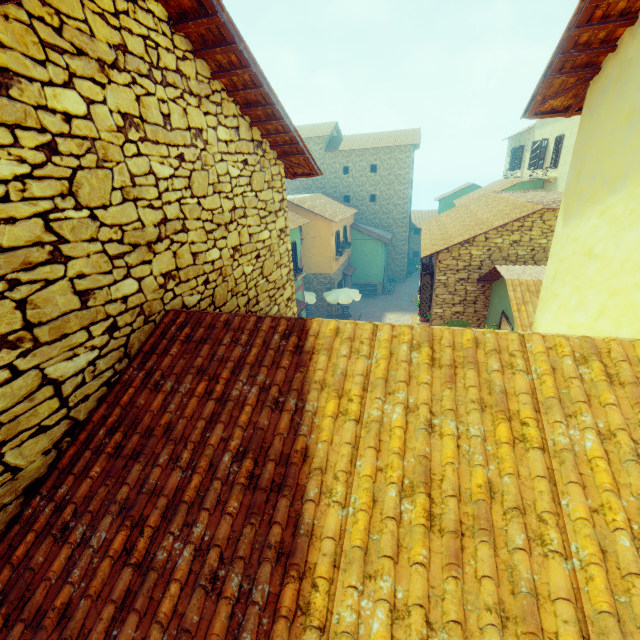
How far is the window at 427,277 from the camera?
12.1 meters

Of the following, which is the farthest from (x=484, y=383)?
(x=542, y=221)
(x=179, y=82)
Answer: (x=542, y=221)

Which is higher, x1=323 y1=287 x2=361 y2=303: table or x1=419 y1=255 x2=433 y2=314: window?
x1=419 y1=255 x2=433 y2=314: window

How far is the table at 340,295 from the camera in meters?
20.9 m

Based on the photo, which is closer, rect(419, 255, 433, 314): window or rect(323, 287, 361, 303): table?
rect(419, 255, 433, 314): window

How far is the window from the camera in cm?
1210

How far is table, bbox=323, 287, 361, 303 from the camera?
20.9m
